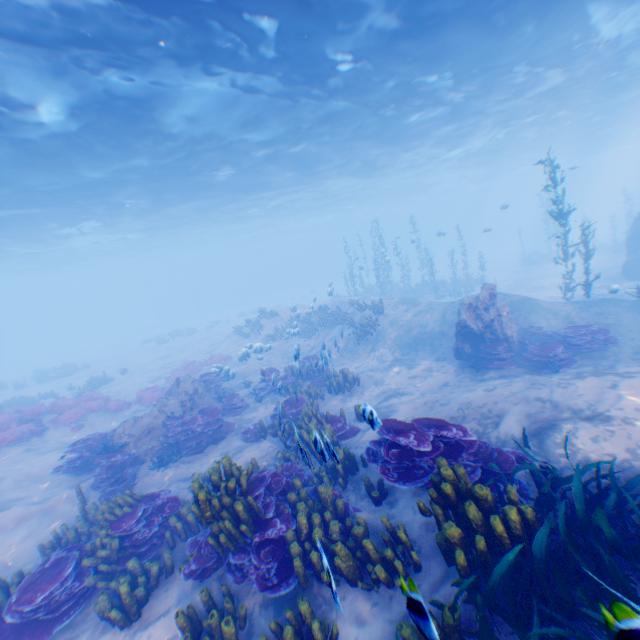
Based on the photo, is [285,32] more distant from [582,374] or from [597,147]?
[597,147]

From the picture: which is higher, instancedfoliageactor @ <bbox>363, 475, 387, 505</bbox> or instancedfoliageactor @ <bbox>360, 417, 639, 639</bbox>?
instancedfoliageactor @ <bbox>360, 417, 639, 639</bbox>

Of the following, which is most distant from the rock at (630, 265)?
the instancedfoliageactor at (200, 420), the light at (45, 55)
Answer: the instancedfoliageactor at (200, 420)

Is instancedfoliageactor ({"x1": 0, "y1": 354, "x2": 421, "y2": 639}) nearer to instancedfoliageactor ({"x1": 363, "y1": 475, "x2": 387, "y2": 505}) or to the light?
instancedfoliageactor ({"x1": 363, "y1": 475, "x2": 387, "y2": 505})

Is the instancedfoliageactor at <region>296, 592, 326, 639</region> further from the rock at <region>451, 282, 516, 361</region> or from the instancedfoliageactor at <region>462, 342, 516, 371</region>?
the instancedfoliageactor at <region>462, 342, 516, 371</region>

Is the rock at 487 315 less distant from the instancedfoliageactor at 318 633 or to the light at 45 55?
the instancedfoliageactor at 318 633

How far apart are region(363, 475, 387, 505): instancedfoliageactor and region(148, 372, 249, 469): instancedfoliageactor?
6.65m

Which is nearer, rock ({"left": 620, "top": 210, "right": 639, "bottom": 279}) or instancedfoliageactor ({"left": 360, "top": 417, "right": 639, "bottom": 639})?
instancedfoliageactor ({"left": 360, "top": 417, "right": 639, "bottom": 639})
